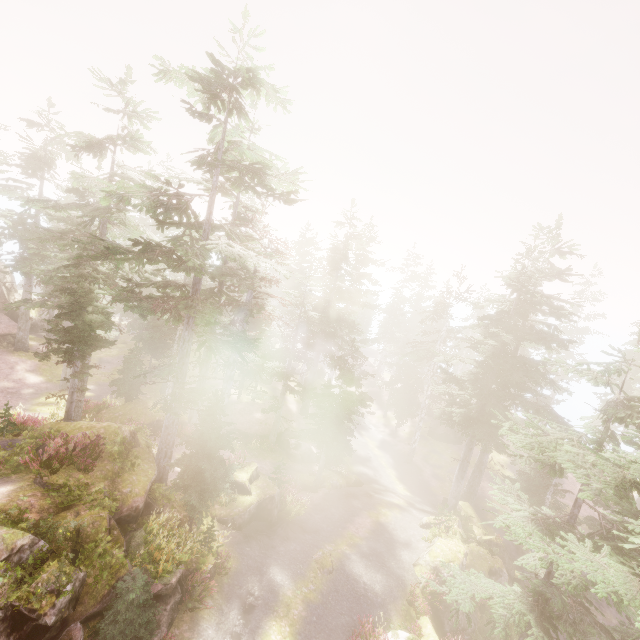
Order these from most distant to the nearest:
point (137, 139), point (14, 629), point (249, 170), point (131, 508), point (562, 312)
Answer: point (562, 312), point (137, 139), point (249, 170), point (131, 508), point (14, 629)

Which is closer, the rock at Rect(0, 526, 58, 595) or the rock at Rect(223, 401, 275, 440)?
the rock at Rect(0, 526, 58, 595)

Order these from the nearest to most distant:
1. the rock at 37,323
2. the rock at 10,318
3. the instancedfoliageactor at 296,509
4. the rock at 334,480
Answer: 1. the instancedfoliageactor at 296,509
2. the rock at 334,480
3. the rock at 10,318
4. the rock at 37,323

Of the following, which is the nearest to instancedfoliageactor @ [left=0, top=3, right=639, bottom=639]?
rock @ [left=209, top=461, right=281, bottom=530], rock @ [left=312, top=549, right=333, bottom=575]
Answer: rock @ [left=209, top=461, right=281, bottom=530]

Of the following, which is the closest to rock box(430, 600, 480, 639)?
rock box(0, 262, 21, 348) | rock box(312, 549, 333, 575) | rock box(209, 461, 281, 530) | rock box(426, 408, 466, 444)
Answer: rock box(209, 461, 281, 530)

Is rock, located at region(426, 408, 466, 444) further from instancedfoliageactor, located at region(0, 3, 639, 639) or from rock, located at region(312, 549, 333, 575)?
rock, located at region(312, 549, 333, 575)

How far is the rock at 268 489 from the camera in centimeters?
1702cm

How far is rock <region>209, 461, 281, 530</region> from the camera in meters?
17.0 m
